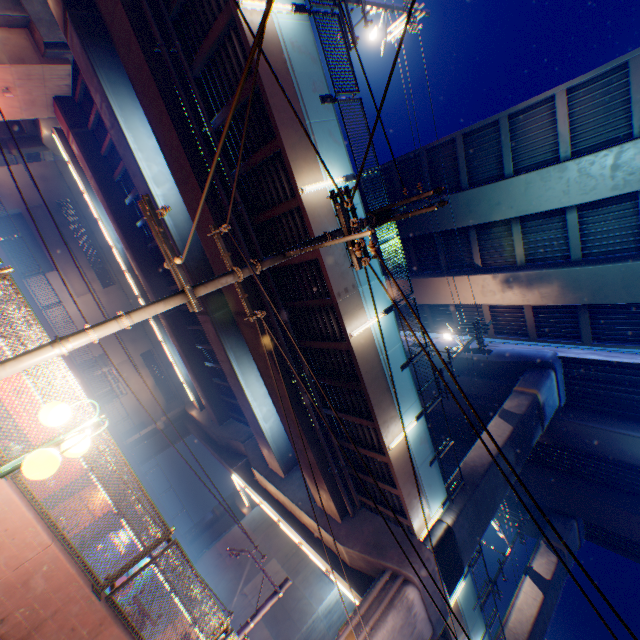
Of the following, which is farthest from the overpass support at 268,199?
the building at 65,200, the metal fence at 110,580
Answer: the building at 65,200

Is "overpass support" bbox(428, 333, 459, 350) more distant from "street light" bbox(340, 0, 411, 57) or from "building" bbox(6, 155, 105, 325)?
"building" bbox(6, 155, 105, 325)

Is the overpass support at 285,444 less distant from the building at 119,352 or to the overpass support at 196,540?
the overpass support at 196,540

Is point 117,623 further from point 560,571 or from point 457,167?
point 560,571

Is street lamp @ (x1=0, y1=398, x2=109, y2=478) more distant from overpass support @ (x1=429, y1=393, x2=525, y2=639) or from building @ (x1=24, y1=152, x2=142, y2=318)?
building @ (x1=24, y1=152, x2=142, y2=318)

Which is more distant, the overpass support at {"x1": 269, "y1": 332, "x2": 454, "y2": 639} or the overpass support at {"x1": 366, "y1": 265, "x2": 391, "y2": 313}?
the overpass support at {"x1": 269, "y1": 332, "x2": 454, "y2": 639}

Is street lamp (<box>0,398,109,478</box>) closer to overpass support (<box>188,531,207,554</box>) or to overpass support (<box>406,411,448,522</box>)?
overpass support (<box>406,411,448,522</box>)

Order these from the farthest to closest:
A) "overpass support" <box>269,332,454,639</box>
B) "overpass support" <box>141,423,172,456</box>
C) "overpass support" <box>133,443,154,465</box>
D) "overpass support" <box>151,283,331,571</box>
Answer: "overpass support" <box>141,423,172,456</box>, "overpass support" <box>133,443,154,465</box>, "overpass support" <box>151,283,331,571</box>, "overpass support" <box>269,332,454,639</box>
